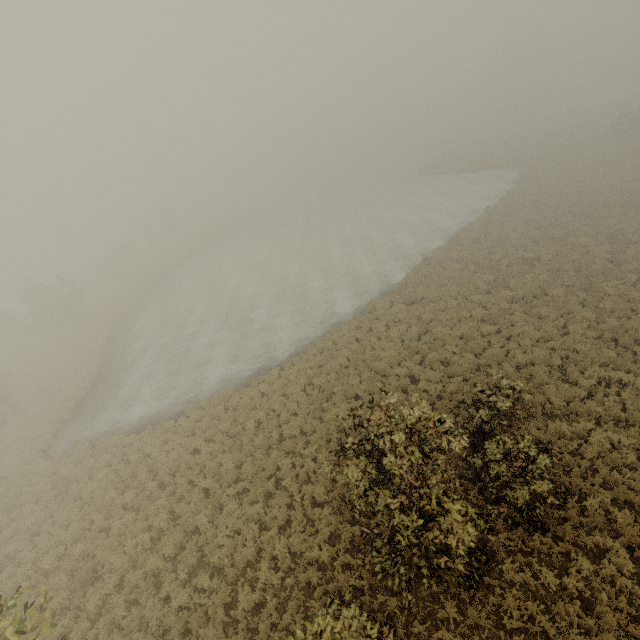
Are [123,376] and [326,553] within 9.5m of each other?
no
